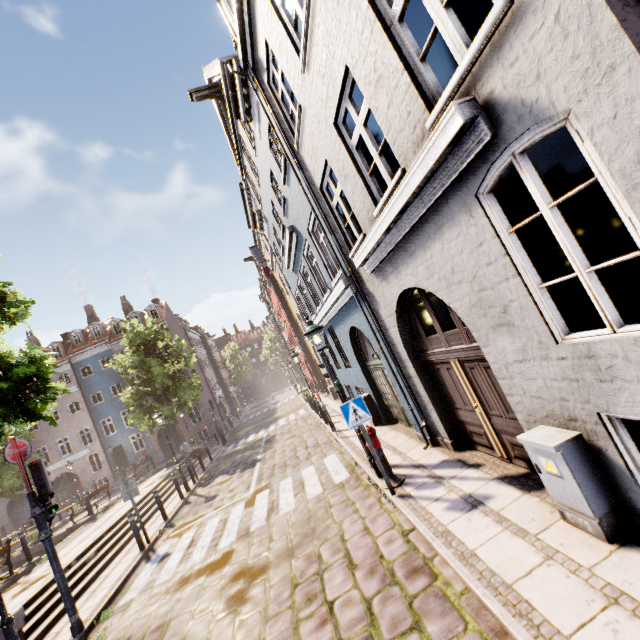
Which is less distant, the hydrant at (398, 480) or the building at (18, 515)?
the hydrant at (398, 480)

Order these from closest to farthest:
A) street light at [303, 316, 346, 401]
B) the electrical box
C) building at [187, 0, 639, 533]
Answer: building at [187, 0, 639, 533] < the electrical box < street light at [303, 316, 346, 401]

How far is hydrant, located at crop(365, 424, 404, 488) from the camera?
6.35m

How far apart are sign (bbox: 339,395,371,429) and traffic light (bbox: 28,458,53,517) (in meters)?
6.39

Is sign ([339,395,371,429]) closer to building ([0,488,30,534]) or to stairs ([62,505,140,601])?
building ([0,488,30,534])

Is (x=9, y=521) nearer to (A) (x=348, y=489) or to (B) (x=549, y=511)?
(A) (x=348, y=489)

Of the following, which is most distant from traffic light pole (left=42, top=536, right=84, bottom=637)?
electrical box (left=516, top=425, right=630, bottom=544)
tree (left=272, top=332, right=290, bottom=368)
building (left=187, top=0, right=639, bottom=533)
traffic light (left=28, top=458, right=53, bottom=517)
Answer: tree (left=272, top=332, right=290, bottom=368)

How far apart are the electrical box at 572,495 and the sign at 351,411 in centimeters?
274cm
